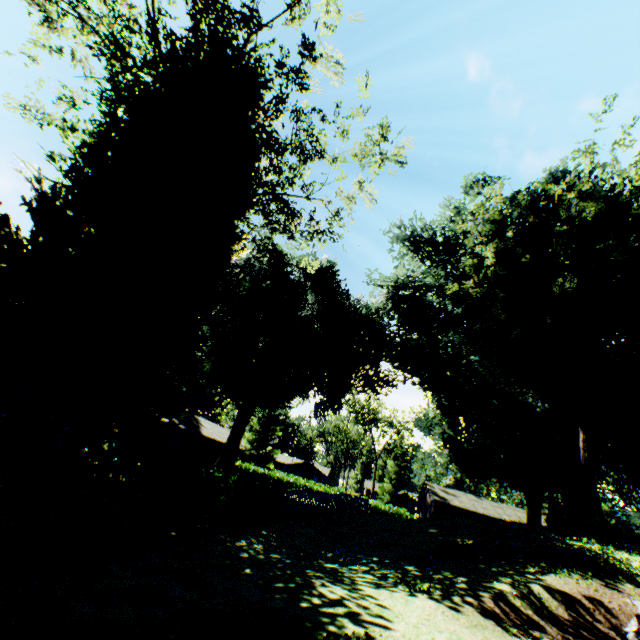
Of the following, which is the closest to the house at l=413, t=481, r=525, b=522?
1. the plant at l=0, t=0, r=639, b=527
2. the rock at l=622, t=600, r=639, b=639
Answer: the plant at l=0, t=0, r=639, b=527

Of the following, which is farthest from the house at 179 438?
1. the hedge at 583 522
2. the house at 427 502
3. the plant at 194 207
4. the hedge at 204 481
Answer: the hedge at 583 522

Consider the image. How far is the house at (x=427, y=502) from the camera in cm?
4212

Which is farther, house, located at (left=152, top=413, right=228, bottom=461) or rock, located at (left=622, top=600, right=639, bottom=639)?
house, located at (left=152, top=413, right=228, bottom=461)

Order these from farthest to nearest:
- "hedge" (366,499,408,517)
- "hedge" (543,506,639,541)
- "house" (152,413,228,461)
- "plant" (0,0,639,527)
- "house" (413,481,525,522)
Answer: "house" (413,481,525,522), "hedge" (366,499,408,517), "house" (152,413,228,461), "hedge" (543,506,639,541), "plant" (0,0,639,527)

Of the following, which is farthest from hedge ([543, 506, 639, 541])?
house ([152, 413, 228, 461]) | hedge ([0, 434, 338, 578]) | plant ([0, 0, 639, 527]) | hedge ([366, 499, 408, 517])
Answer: house ([152, 413, 228, 461])

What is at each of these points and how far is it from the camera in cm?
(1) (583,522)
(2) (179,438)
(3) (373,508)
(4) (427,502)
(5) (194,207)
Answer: (1) hedge, 1719
(2) house, 3538
(3) hedge, 3741
(4) house, 4778
(5) plant, 1456

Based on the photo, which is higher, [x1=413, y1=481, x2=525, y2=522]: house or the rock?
[x1=413, y1=481, x2=525, y2=522]: house
